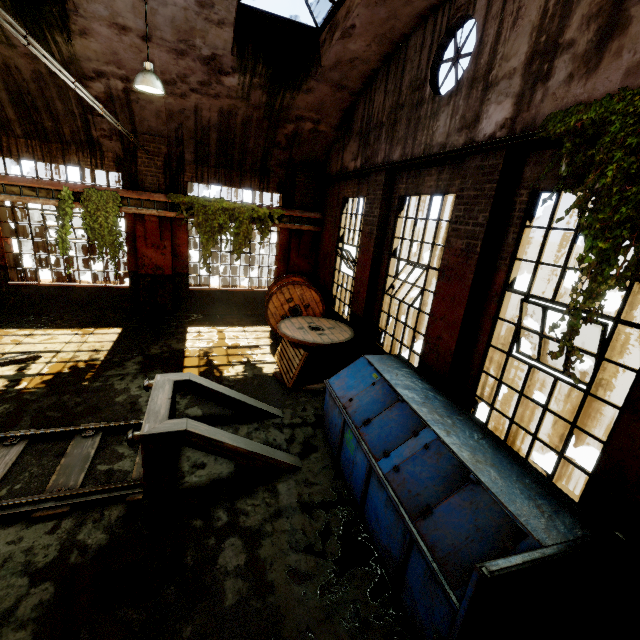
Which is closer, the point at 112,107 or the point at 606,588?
the point at 606,588

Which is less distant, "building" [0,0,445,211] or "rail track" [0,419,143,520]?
"rail track" [0,419,143,520]

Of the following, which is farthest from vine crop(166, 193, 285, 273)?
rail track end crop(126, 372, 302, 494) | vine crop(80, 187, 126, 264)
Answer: rail track end crop(126, 372, 302, 494)

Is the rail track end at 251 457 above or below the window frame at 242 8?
below

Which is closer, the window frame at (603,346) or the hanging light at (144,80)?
the window frame at (603,346)

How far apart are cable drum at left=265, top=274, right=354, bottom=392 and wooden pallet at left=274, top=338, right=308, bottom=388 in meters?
0.0 m

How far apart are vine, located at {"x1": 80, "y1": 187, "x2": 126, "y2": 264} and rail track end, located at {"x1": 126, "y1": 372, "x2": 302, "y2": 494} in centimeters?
599cm

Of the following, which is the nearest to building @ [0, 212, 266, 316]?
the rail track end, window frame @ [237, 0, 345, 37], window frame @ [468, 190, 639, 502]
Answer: window frame @ [237, 0, 345, 37]
